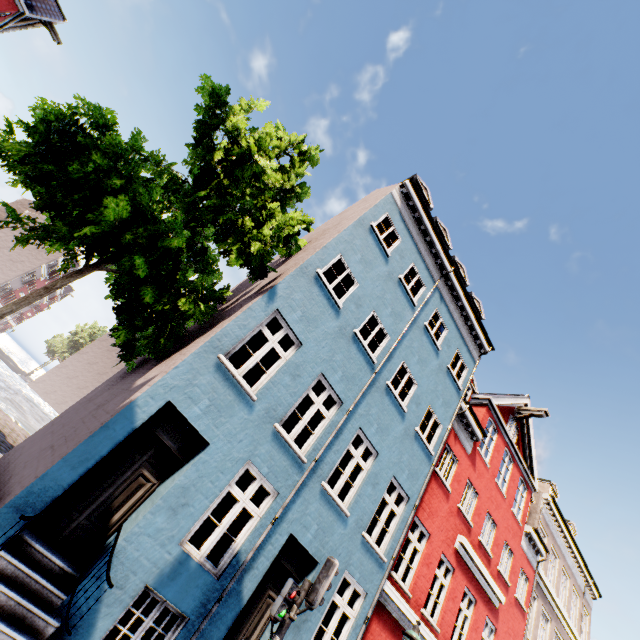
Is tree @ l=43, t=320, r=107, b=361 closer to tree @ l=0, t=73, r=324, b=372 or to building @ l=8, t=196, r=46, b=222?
building @ l=8, t=196, r=46, b=222

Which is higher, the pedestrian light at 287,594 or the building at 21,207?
the building at 21,207

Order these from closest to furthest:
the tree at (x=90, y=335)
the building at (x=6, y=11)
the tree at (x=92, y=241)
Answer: the tree at (x=92, y=241), the building at (x=6, y=11), the tree at (x=90, y=335)

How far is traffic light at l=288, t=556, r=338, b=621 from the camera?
5.3m

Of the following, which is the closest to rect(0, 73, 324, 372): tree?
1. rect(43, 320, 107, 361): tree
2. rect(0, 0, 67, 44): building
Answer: rect(0, 0, 67, 44): building

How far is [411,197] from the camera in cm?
1161

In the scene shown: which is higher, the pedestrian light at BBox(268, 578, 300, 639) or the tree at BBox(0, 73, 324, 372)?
the tree at BBox(0, 73, 324, 372)

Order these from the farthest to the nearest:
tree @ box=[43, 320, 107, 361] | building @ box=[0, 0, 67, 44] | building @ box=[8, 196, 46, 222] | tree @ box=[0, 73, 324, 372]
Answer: tree @ box=[43, 320, 107, 361] < building @ box=[8, 196, 46, 222] < building @ box=[0, 0, 67, 44] < tree @ box=[0, 73, 324, 372]
